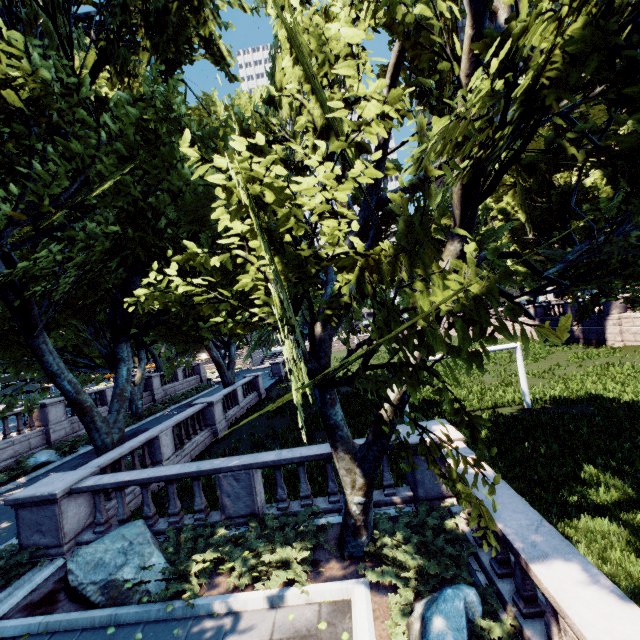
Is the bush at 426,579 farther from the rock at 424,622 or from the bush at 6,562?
the bush at 6,562

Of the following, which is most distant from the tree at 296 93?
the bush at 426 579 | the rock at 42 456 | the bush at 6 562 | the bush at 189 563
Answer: the rock at 42 456

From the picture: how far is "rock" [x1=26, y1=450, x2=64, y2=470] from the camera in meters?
16.2

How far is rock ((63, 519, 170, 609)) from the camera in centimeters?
629cm

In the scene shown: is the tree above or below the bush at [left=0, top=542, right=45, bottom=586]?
above

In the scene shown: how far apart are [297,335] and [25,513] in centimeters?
923cm

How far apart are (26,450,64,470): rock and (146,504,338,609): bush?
15.2m

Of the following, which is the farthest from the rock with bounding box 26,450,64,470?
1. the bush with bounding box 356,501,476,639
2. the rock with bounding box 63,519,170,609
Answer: the bush with bounding box 356,501,476,639
